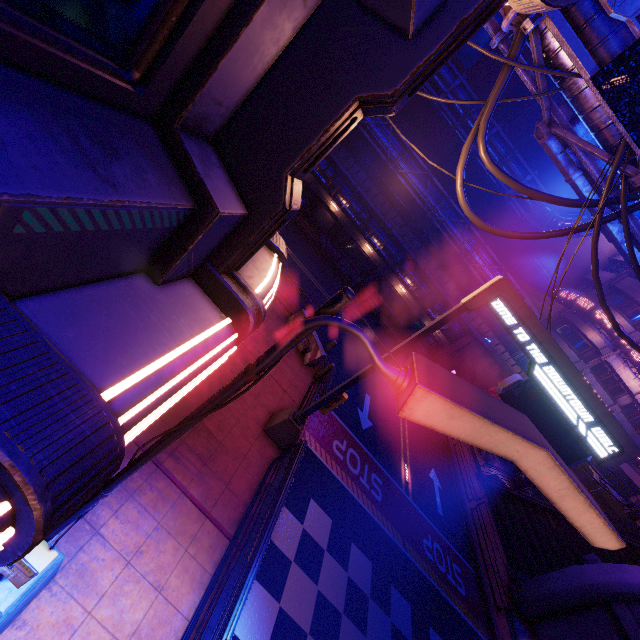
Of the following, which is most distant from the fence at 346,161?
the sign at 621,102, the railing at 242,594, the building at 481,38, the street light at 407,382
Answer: the street light at 407,382

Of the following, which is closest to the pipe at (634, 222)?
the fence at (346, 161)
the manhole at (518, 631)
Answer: the manhole at (518, 631)

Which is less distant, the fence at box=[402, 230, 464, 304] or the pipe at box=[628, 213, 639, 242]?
the pipe at box=[628, 213, 639, 242]

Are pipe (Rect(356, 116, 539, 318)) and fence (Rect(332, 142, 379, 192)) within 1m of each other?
yes

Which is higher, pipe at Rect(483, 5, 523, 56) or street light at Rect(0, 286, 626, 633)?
pipe at Rect(483, 5, 523, 56)

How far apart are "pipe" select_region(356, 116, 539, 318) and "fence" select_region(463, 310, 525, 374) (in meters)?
0.02

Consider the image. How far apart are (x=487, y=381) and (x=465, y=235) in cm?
1454

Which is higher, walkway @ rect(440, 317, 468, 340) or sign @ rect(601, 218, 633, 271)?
sign @ rect(601, 218, 633, 271)
